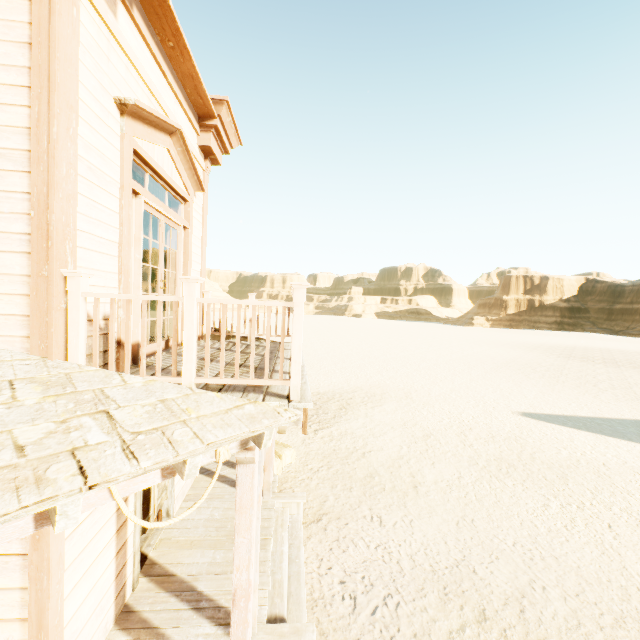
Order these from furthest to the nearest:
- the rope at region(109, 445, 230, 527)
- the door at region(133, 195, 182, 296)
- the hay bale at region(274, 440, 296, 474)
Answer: the hay bale at region(274, 440, 296, 474) < the door at region(133, 195, 182, 296) < the rope at region(109, 445, 230, 527)

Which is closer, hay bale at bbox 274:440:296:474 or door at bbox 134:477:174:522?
door at bbox 134:477:174:522

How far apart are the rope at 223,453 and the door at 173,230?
1.98m

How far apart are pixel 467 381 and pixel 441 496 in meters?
14.0

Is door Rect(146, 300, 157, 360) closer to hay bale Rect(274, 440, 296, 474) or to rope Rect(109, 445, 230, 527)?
rope Rect(109, 445, 230, 527)

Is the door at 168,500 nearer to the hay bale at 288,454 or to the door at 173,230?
the door at 173,230

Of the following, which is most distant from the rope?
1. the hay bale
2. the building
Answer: the hay bale

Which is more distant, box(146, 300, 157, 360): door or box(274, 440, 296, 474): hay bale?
box(274, 440, 296, 474): hay bale
